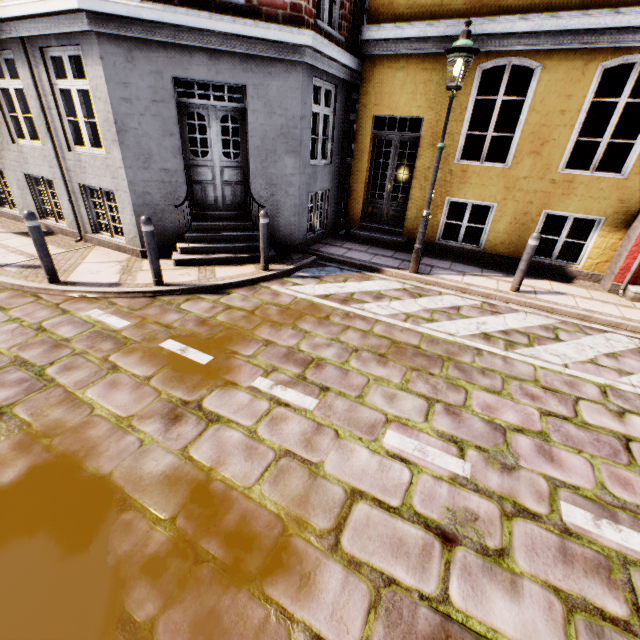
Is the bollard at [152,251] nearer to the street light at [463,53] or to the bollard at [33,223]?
the bollard at [33,223]

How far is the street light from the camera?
4.82m

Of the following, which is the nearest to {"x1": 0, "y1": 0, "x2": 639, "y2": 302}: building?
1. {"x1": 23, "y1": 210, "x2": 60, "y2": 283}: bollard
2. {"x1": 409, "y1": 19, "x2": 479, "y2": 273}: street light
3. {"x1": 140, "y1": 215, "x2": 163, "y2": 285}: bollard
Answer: {"x1": 23, "y1": 210, "x2": 60, "y2": 283}: bollard

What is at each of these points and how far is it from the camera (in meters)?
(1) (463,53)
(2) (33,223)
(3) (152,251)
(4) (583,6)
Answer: (1) street light, 4.84
(2) bollard, 4.73
(3) bollard, 5.07
(4) building, 5.42

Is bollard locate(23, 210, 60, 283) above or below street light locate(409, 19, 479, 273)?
below

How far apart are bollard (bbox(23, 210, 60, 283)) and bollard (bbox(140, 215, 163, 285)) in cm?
146

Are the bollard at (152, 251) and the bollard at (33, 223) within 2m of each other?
yes
